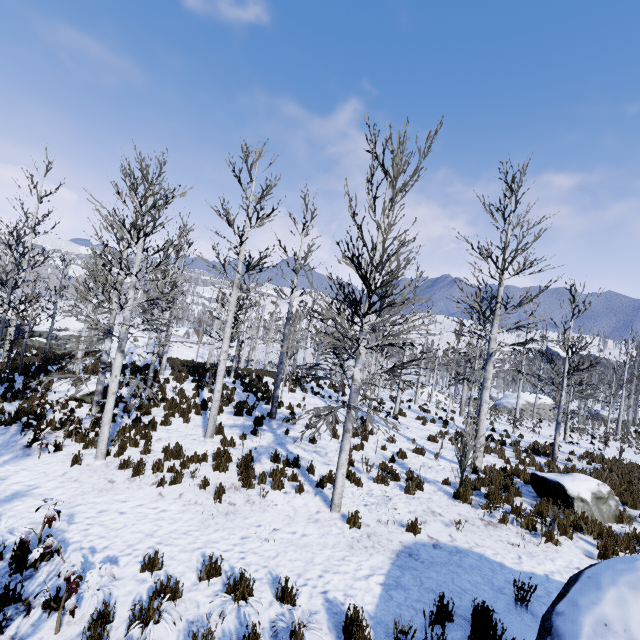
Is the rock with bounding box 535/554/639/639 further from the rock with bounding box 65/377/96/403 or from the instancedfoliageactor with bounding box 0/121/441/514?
the rock with bounding box 65/377/96/403

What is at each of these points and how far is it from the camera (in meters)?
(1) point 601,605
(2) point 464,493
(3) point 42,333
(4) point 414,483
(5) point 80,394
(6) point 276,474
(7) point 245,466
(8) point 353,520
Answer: (1) rock, 3.03
(2) instancedfoliageactor, 8.12
(3) rock, 28.38
(4) instancedfoliageactor, 8.96
(5) rock, 12.15
(6) instancedfoliageactor, 8.48
(7) instancedfoliageactor, 8.63
(8) instancedfoliageactor, 6.78

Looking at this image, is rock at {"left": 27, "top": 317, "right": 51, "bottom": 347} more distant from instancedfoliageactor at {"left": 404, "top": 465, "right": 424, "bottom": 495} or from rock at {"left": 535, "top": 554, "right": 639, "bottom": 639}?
rock at {"left": 535, "top": 554, "right": 639, "bottom": 639}

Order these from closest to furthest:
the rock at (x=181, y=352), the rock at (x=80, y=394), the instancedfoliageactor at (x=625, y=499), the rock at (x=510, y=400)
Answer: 1. the instancedfoliageactor at (x=625, y=499)
2. the rock at (x=80, y=394)
3. the rock at (x=181, y=352)
4. the rock at (x=510, y=400)

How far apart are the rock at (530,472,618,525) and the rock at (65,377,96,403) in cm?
1467

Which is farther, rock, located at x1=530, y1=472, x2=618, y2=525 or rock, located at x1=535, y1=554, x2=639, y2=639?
rock, located at x1=530, y1=472, x2=618, y2=525

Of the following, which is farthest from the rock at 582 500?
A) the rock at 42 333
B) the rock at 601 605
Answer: the rock at 42 333

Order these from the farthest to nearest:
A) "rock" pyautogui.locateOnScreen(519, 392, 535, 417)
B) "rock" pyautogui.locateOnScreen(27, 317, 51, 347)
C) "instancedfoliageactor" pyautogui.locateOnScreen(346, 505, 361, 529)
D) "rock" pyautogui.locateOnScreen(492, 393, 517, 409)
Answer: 1. "rock" pyautogui.locateOnScreen(492, 393, 517, 409)
2. "rock" pyautogui.locateOnScreen(519, 392, 535, 417)
3. "rock" pyautogui.locateOnScreen(27, 317, 51, 347)
4. "instancedfoliageactor" pyautogui.locateOnScreen(346, 505, 361, 529)
